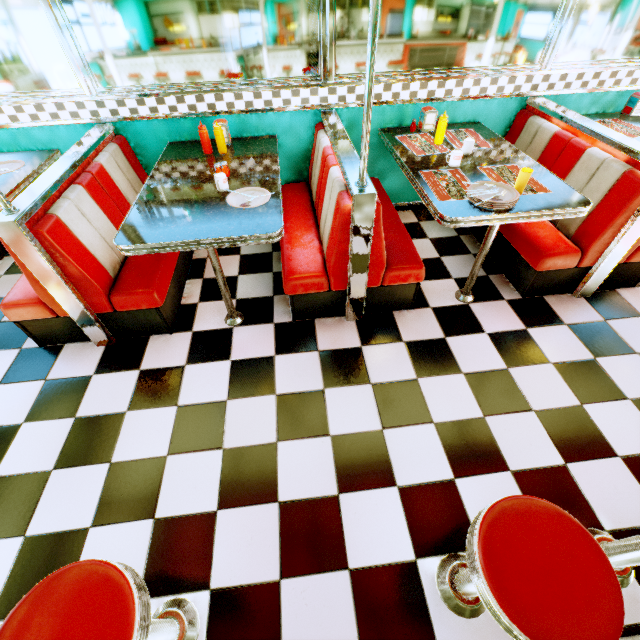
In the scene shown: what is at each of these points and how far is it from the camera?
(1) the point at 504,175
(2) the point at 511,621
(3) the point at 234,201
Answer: (1) placemat, 2.4m
(2) stool, 0.8m
(3) plate, 2.2m

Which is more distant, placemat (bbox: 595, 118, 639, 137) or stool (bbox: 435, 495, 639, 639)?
placemat (bbox: 595, 118, 639, 137)

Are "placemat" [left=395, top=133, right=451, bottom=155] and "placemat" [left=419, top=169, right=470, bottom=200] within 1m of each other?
yes

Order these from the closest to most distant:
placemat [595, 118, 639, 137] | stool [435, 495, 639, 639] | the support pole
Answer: stool [435, 495, 639, 639]
the support pole
placemat [595, 118, 639, 137]

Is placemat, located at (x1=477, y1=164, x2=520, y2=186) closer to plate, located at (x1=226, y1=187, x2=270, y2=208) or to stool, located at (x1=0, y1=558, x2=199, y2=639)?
plate, located at (x1=226, y1=187, x2=270, y2=208)

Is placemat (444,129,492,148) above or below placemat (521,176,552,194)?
above

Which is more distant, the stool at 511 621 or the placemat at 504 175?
the placemat at 504 175

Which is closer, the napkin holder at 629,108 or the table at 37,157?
the table at 37,157
